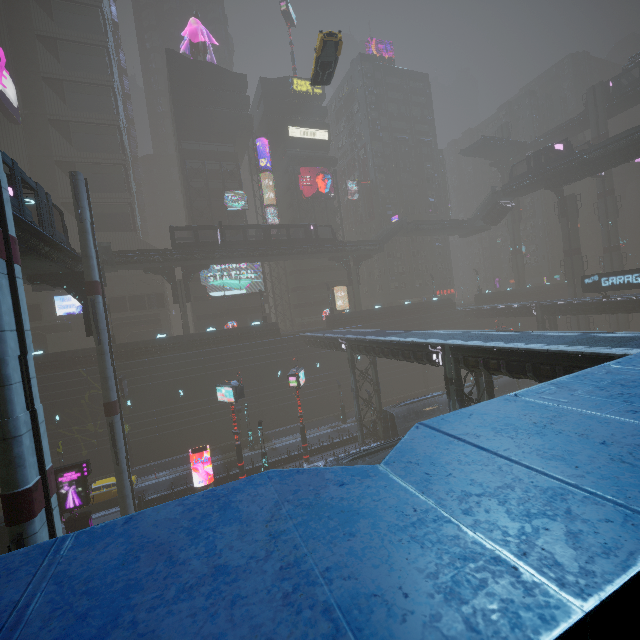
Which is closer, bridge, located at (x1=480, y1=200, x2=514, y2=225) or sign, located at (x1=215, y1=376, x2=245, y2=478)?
sign, located at (x1=215, y1=376, x2=245, y2=478)

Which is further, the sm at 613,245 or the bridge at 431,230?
the bridge at 431,230

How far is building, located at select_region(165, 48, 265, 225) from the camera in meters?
49.2 m

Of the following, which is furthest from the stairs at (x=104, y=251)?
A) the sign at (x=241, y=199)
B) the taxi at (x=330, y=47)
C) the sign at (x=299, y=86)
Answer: the sign at (x=299, y=86)

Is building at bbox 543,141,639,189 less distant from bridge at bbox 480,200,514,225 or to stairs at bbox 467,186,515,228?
stairs at bbox 467,186,515,228

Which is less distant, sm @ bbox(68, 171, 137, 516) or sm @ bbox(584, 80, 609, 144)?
sm @ bbox(68, 171, 137, 516)

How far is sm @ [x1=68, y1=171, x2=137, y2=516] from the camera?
23.30m

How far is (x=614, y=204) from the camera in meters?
51.3
